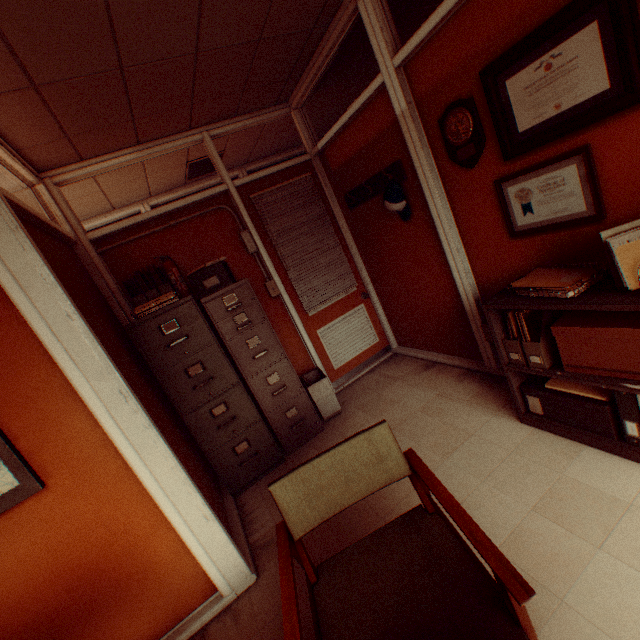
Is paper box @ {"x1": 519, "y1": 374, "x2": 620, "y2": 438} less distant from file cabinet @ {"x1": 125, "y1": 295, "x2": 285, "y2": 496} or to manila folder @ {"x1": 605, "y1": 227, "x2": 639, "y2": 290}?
manila folder @ {"x1": 605, "y1": 227, "x2": 639, "y2": 290}

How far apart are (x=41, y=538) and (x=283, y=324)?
2.78m

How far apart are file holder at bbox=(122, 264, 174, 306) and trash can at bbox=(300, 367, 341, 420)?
1.74m

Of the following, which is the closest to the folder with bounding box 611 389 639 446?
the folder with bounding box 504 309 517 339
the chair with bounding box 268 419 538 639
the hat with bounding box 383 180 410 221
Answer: the folder with bounding box 504 309 517 339

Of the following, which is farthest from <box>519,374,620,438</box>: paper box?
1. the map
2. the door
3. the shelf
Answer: the map

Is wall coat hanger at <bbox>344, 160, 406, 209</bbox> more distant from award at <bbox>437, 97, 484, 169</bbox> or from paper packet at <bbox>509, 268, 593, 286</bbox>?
paper packet at <bbox>509, 268, 593, 286</bbox>

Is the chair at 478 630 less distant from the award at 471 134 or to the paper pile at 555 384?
the paper pile at 555 384

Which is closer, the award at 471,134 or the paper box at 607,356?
the paper box at 607,356
